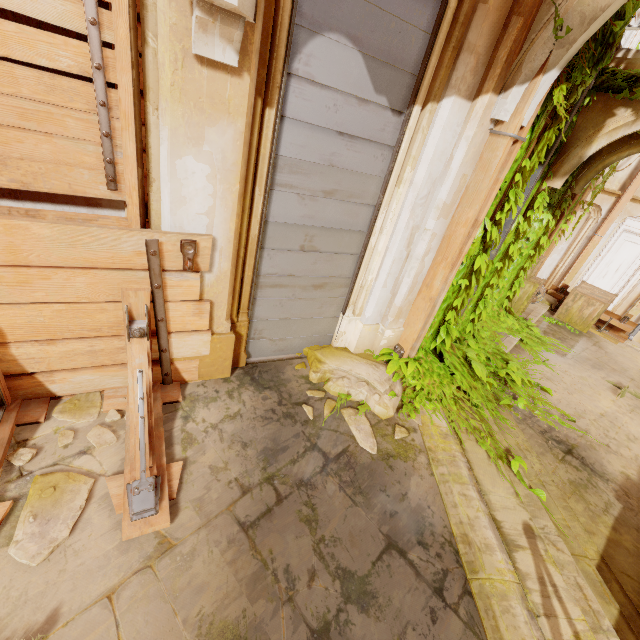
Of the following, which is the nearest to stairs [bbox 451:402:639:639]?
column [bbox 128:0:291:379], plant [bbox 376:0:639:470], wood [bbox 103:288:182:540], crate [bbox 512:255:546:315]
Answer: plant [bbox 376:0:639:470]

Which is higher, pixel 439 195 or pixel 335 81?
pixel 335 81

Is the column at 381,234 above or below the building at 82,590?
above

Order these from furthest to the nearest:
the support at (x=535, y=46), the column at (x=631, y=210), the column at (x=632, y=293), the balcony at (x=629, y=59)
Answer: the column at (x=632, y=293), the column at (x=631, y=210), the balcony at (x=629, y=59), the support at (x=535, y=46)

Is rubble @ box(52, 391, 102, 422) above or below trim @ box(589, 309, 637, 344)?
above

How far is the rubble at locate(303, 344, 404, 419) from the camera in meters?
3.6 m

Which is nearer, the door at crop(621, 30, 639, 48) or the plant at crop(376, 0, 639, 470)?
the plant at crop(376, 0, 639, 470)

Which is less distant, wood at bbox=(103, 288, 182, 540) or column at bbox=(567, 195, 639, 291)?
wood at bbox=(103, 288, 182, 540)
